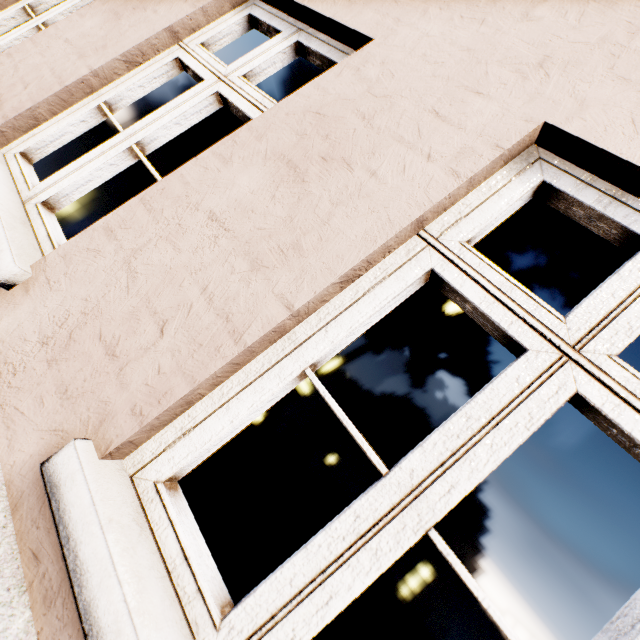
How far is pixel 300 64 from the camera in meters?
6.9
